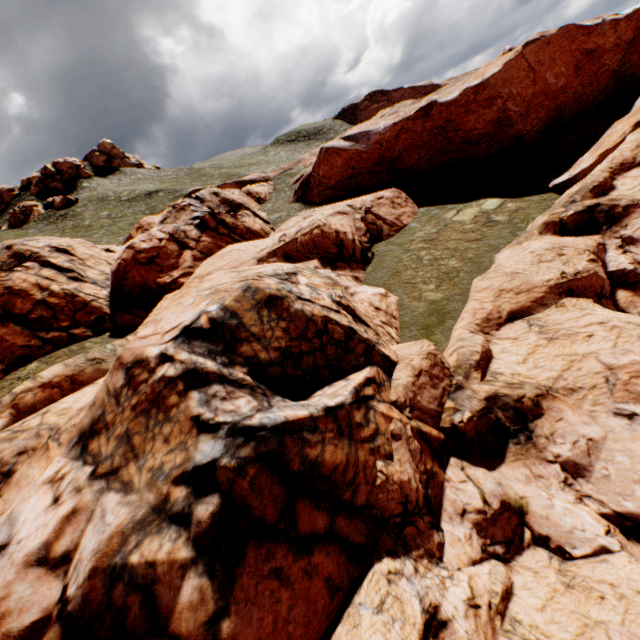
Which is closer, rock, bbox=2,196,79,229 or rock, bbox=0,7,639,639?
rock, bbox=0,7,639,639

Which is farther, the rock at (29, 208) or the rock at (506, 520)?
the rock at (29, 208)

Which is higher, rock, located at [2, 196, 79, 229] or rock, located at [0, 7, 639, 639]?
rock, located at [2, 196, 79, 229]

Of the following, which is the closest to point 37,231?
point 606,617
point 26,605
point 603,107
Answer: point 26,605

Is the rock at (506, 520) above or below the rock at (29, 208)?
below
